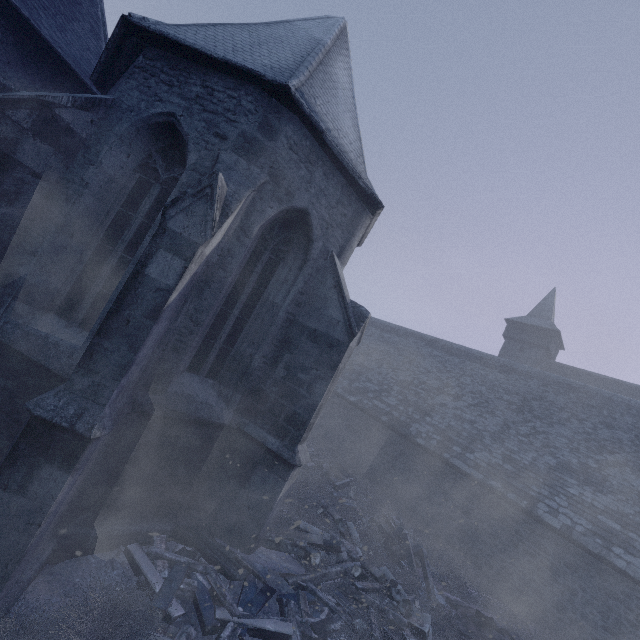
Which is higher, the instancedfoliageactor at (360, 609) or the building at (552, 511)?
the building at (552, 511)

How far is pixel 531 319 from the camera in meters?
29.5 m

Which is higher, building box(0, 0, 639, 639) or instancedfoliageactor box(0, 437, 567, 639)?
building box(0, 0, 639, 639)
